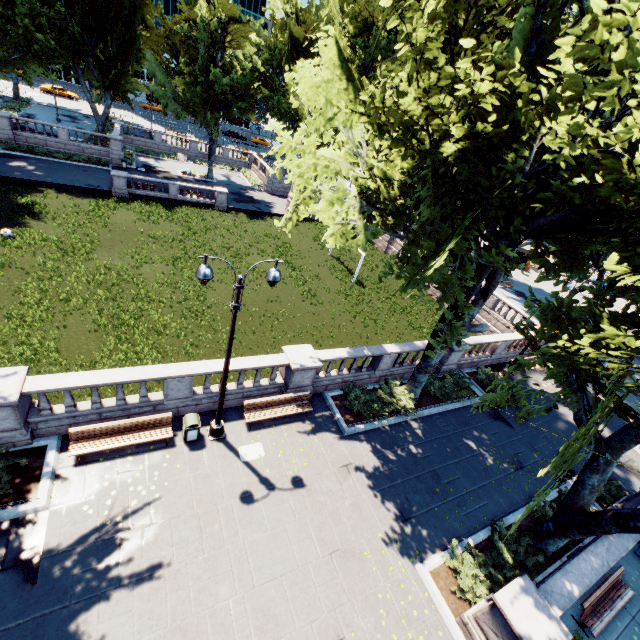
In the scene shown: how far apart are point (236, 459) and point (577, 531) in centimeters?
1176cm

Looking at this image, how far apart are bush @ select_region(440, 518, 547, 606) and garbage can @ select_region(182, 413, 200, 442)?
10.4 meters

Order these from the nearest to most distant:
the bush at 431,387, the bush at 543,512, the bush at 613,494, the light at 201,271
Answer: the light at 201,271 < the bush at 543,512 < the bush at 613,494 < the bush at 431,387

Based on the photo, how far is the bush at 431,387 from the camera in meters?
17.6

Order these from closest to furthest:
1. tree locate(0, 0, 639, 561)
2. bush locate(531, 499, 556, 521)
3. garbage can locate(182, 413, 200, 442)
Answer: tree locate(0, 0, 639, 561) < garbage can locate(182, 413, 200, 442) < bush locate(531, 499, 556, 521)

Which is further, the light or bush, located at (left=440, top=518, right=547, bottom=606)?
bush, located at (left=440, top=518, right=547, bottom=606)

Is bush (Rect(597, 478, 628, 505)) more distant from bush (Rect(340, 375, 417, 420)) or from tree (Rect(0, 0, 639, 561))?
bush (Rect(340, 375, 417, 420))

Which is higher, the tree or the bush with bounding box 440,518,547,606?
the tree
